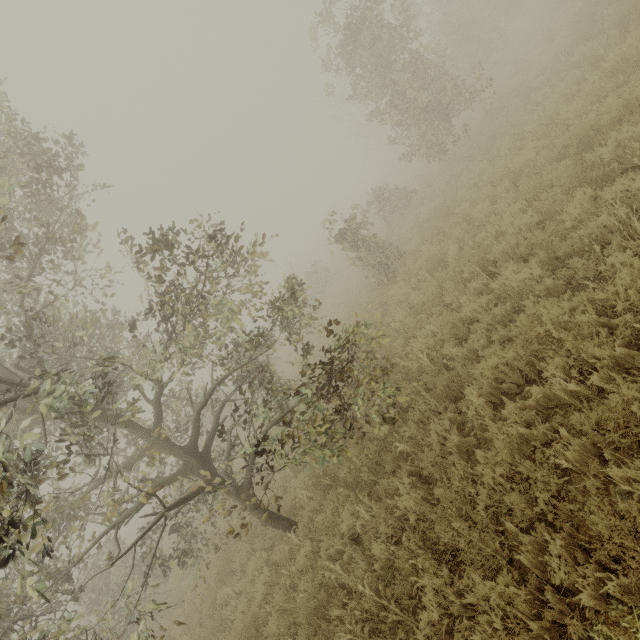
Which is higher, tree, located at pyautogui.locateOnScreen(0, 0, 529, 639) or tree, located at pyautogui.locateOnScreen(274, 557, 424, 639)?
tree, located at pyautogui.locateOnScreen(0, 0, 529, 639)

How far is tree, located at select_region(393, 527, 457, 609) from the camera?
3.5 meters

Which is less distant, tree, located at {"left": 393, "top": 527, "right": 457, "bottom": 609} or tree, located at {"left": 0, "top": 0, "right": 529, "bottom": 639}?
tree, located at {"left": 393, "top": 527, "right": 457, "bottom": 609}

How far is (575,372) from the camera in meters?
3.5 m

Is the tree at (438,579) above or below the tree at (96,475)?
below
